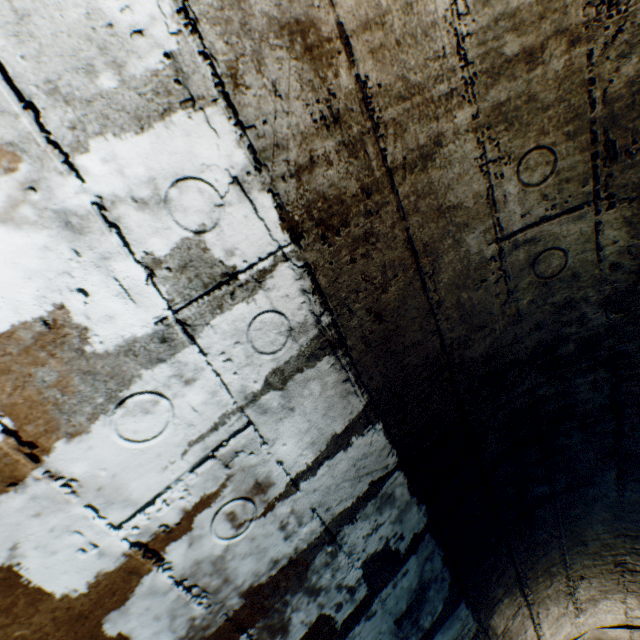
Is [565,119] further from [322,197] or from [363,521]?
[363,521]
